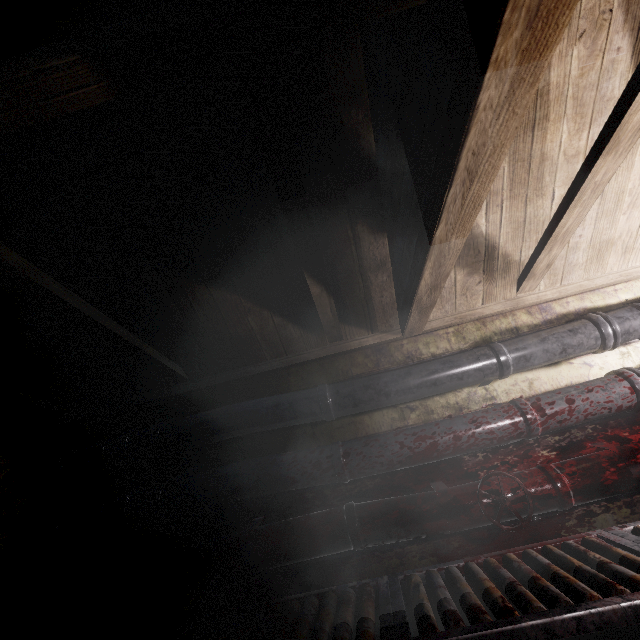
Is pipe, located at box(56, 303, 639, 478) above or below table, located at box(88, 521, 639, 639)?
above

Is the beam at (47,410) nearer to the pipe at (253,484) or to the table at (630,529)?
the pipe at (253,484)

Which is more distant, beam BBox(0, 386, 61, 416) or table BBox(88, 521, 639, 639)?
beam BBox(0, 386, 61, 416)

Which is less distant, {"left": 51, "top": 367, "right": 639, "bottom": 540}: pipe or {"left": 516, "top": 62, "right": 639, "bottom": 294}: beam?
{"left": 516, "top": 62, "right": 639, "bottom": 294}: beam

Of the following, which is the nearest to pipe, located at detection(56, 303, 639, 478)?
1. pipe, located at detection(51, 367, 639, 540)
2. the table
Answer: pipe, located at detection(51, 367, 639, 540)

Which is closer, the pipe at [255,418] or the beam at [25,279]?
the beam at [25,279]

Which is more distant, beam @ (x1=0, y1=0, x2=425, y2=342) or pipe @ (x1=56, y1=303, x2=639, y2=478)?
pipe @ (x1=56, y1=303, x2=639, y2=478)

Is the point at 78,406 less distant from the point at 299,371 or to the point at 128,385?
the point at 128,385
